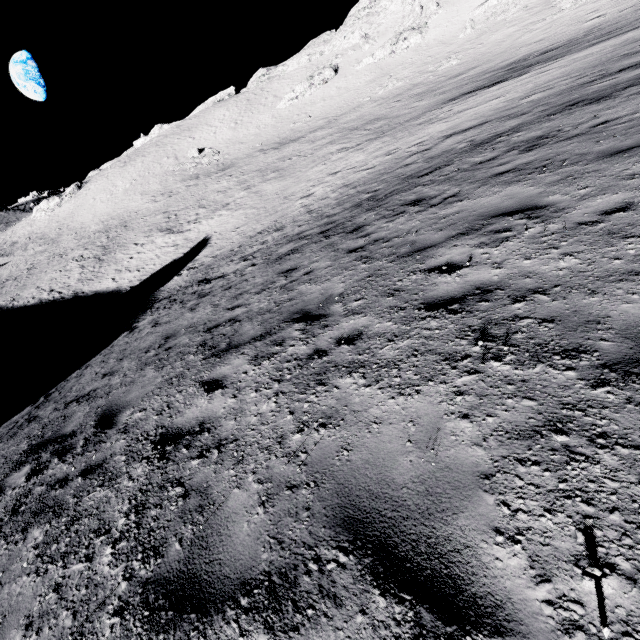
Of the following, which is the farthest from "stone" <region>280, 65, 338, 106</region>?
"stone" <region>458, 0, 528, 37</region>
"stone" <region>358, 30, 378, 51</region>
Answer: "stone" <region>458, 0, 528, 37</region>

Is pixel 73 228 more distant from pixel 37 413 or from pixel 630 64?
pixel 630 64

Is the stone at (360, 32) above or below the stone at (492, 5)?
above

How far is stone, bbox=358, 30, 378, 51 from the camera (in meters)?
57.56

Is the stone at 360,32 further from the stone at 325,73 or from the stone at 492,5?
the stone at 492,5

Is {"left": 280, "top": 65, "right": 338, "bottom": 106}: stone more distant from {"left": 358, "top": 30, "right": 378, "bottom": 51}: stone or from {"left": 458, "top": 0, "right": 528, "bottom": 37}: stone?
{"left": 458, "top": 0, "right": 528, "bottom": 37}: stone

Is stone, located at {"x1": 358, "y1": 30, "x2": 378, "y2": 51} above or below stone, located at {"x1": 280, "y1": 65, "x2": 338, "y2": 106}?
above
